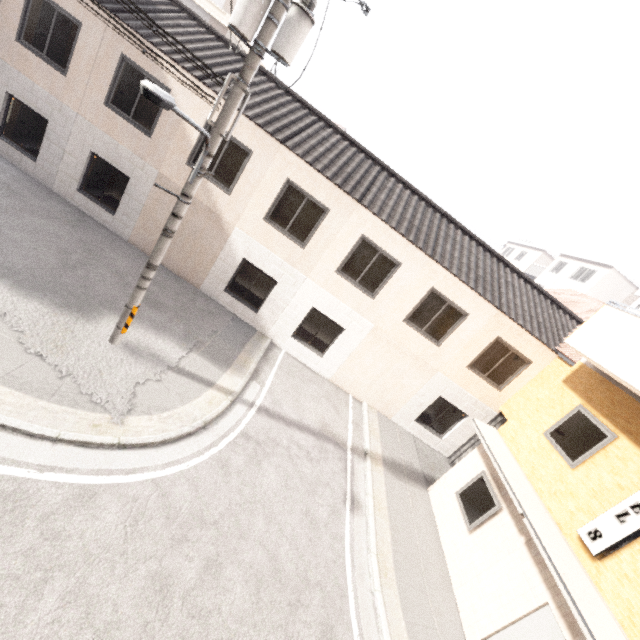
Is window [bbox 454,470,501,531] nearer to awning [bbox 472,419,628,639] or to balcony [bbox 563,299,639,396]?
→ awning [bbox 472,419,628,639]

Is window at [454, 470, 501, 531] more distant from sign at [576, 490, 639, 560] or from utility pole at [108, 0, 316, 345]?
utility pole at [108, 0, 316, 345]

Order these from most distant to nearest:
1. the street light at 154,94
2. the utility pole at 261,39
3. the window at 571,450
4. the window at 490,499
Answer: the window at 490,499 → the window at 571,450 → the utility pole at 261,39 → the street light at 154,94

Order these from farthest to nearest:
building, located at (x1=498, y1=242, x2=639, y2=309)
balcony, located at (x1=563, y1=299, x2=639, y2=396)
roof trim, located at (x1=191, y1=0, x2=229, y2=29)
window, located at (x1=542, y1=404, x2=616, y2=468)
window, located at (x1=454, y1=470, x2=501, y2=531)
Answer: building, located at (x1=498, y1=242, x2=639, y2=309) < roof trim, located at (x1=191, y1=0, x2=229, y2=29) < window, located at (x1=454, y1=470, x2=501, y2=531) < window, located at (x1=542, y1=404, x2=616, y2=468) < balcony, located at (x1=563, y1=299, x2=639, y2=396)

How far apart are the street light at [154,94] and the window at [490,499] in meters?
10.2

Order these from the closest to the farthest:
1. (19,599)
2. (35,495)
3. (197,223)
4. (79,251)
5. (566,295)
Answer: (19,599)
(35,495)
(79,251)
(197,223)
(566,295)

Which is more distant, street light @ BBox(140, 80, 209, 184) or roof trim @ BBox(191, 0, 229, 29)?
roof trim @ BBox(191, 0, 229, 29)

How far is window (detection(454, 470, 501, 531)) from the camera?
8.19m
